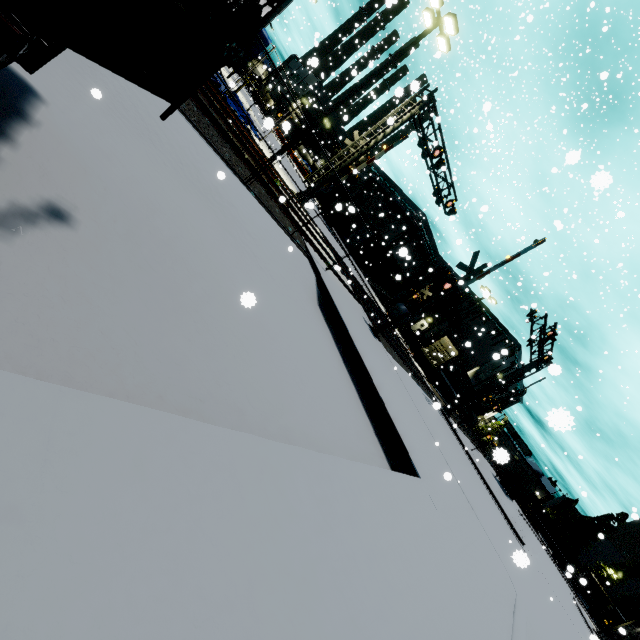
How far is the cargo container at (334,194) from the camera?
40.8m

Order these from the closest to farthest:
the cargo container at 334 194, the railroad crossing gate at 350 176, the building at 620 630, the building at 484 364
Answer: the railroad crossing gate at 350 176 → the building at 620 630 → the cargo container at 334 194 → the building at 484 364

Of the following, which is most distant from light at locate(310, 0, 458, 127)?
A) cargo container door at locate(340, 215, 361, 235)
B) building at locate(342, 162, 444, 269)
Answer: cargo container door at locate(340, 215, 361, 235)

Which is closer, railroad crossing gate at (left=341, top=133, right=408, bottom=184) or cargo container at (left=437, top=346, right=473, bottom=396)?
railroad crossing gate at (left=341, top=133, right=408, bottom=184)

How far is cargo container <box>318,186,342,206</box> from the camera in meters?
40.8

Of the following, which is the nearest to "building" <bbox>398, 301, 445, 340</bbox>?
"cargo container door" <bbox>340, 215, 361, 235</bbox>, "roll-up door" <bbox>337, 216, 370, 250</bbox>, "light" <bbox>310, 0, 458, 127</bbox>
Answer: "roll-up door" <bbox>337, 216, 370, 250</bbox>

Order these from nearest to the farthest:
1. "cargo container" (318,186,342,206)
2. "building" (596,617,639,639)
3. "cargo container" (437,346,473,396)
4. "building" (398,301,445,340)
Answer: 1. "cargo container" (437,346,473,396)
2. "building" (596,617,639,639)
3. "cargo container" (318,186,342,206)
4. "building" (398,301,445,340)

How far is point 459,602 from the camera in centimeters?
407cm
